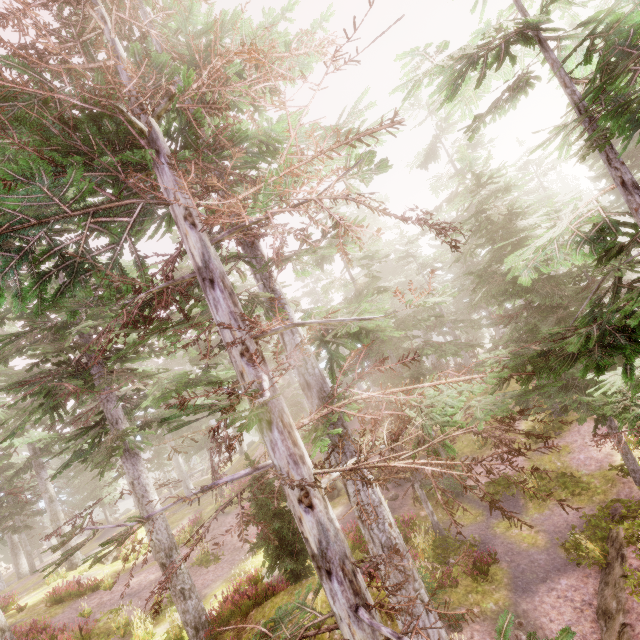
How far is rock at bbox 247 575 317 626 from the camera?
10.7m

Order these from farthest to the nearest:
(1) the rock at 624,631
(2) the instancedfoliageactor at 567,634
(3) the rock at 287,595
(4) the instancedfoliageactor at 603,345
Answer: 1. (3) the rock at 287,595
2. (1) the rock at 624,631
3. (4) the instancedfoliageactor at 603,345
4. (2) the instancedfoliageactor at 567,634

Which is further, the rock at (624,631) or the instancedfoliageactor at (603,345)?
the rock at (624,631)

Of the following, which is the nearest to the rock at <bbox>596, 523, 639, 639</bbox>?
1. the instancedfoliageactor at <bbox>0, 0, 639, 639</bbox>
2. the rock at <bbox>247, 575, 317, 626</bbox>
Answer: the instancedfoliageactor at <bbox>0, 0, 639, 639</bbox>

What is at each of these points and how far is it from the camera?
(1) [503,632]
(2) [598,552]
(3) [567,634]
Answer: (1) instancedfoliageactor, 3.5 meters
(2) instancedfoliageactor, 11.0 meters
(3) instancedfoliageactor, 3.3 meters

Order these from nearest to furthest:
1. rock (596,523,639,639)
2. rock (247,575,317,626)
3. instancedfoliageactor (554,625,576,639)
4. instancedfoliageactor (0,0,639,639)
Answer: instancedfoliageactor (554,625,576,639) → instancedfoliageactor (0,0,639,639) → rock (596,523,639,639) → rock (247,575,317,626)

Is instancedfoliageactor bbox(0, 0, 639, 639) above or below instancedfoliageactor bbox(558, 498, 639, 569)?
above

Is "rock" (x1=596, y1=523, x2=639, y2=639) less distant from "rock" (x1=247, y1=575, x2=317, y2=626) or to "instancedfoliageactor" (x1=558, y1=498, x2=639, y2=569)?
"instancedfoliageactor" (x1=558, y1=498, x2=639, y2=569)
